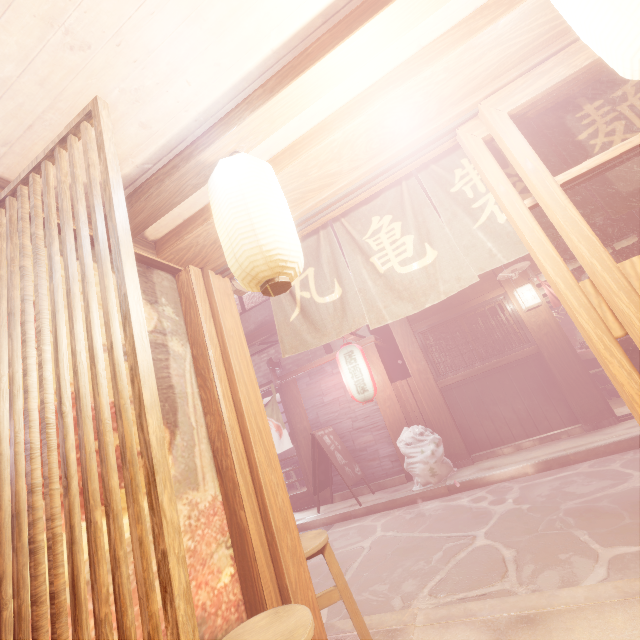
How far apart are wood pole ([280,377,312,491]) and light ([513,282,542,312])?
9.0 meters

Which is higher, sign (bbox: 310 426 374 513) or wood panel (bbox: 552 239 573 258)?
wood panel (bbox: 552 239 573 258)

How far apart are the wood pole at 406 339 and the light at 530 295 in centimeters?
360cm

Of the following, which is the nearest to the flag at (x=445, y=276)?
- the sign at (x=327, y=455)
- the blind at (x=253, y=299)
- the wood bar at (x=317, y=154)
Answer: the wood bar at (x=317, y=154)

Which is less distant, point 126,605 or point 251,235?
point 126,605

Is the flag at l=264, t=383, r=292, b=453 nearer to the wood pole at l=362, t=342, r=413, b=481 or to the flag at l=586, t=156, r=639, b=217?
the wood pole at l=362, t=342, r=413, b=481

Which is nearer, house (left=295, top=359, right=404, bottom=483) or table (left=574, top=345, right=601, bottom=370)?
house (left=295, top=359, right=404, bottom=483)

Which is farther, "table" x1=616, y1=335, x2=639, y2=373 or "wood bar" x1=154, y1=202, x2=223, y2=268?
"table" x1=616, y1=335, x2=639, y2=373
